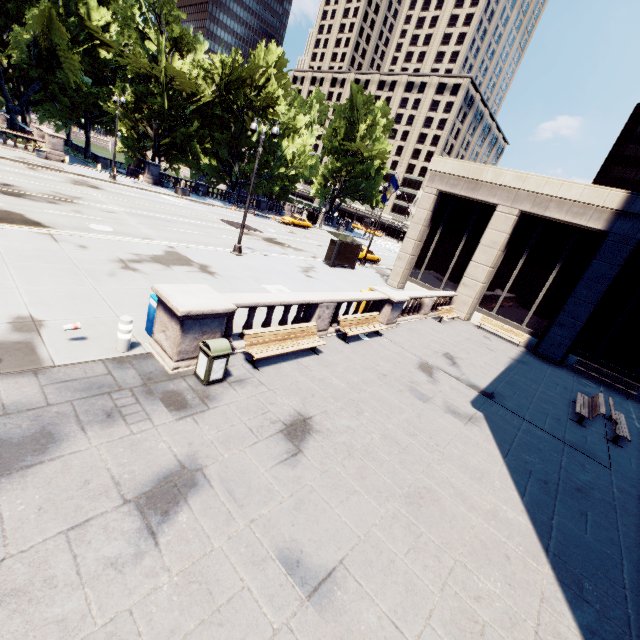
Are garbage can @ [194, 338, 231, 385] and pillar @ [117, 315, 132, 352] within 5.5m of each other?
yes

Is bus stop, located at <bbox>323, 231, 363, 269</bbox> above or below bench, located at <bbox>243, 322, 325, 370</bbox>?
above

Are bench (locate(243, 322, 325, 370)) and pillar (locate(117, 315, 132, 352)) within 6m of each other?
yes

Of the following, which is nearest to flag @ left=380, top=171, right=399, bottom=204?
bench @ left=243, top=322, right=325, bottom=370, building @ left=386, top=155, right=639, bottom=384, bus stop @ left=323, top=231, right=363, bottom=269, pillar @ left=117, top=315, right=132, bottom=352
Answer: building @ left=386, top=155, right=639, bottom=384

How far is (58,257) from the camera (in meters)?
11.27

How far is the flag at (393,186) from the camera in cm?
2564

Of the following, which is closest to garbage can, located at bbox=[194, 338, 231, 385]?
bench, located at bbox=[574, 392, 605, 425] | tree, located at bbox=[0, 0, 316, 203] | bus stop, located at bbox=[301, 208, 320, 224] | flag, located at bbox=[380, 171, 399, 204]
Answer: bench, located at bbox=[574, 392, 605, 425]

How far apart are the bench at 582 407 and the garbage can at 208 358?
12.89m
